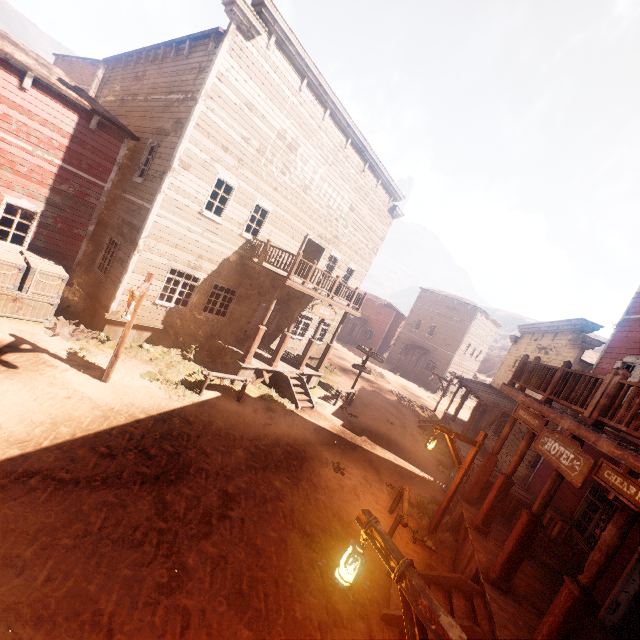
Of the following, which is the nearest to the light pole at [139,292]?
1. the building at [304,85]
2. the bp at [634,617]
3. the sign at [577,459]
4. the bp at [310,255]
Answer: the building at [304,85]

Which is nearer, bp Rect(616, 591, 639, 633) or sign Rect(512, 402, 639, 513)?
sign Rect(512, 402, 639, 513)

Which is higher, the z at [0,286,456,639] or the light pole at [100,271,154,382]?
the light pole at [100,271,154,382]

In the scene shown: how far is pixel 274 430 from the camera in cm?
1096

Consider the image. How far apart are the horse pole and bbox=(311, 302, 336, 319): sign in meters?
7.5

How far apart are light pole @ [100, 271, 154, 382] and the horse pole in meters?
8.0 m

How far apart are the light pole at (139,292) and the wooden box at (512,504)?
11.43m

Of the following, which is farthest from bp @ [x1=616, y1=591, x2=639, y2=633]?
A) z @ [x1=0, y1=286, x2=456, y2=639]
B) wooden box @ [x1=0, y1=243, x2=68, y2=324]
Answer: wooden box @ [x1=0, y1=243, x2=68, y2=324]
